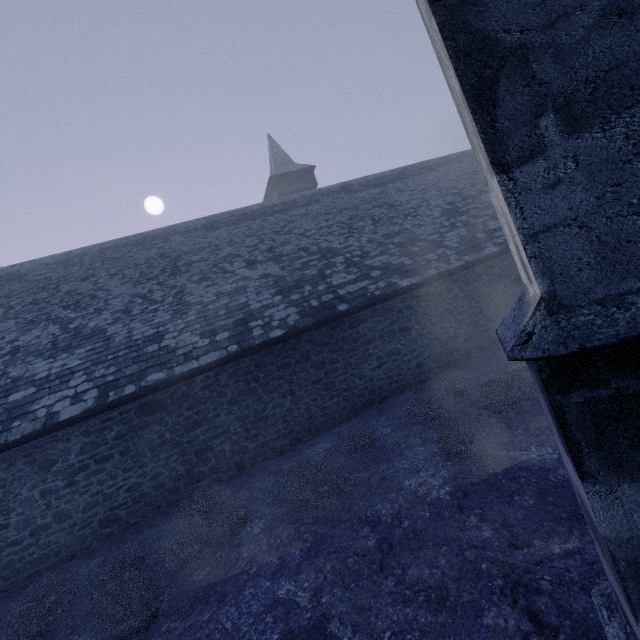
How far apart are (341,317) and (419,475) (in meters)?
4.61
